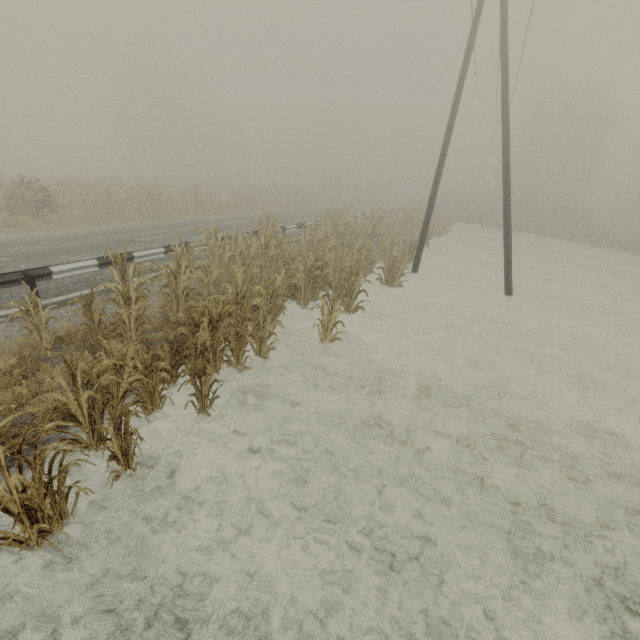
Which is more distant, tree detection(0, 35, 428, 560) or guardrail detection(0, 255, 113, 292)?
guardrail detection(0, 255, 113, 292)

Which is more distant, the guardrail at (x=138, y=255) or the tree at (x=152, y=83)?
the guardrail at (x=138, y=255)

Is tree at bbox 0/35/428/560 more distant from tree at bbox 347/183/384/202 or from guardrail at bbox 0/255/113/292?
guardrail at bbox 0/255/113/292

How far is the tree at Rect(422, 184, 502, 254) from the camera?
24.91m

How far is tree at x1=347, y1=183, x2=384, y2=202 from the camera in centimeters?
5131cm

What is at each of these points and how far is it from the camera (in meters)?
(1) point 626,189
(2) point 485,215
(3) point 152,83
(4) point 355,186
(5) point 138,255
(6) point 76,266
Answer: (1) tree, 44.34
(2) tree, 34.19
(3) tree, 46.50
(4) tree, 56.75
(5) guardrail, 8.91
(6) guardrail, 7.56

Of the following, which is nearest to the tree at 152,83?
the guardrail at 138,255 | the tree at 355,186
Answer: the tree at 355,186
